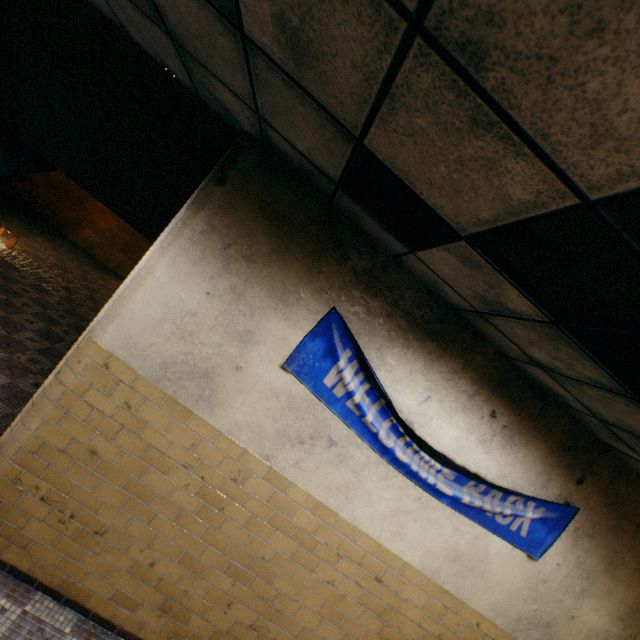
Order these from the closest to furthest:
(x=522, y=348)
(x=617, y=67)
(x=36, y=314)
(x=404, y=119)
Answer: (x=617, y=67) → (x=404, y=119) → (x=522, y=348) → (x=36, y=314)

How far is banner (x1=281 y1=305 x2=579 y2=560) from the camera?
2.65m

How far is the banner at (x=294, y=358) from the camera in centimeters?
265cm
